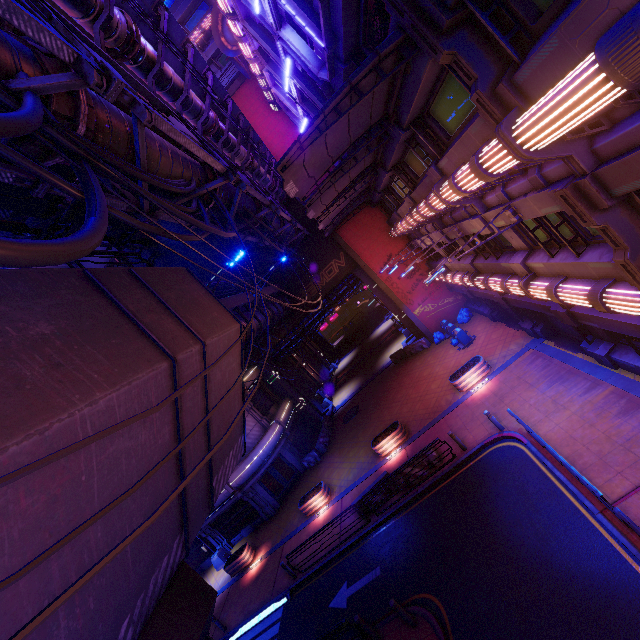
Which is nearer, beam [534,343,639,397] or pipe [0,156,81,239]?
pipe [0,156,81,239]

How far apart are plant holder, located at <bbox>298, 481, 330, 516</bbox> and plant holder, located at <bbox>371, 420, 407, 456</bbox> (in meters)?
4.11

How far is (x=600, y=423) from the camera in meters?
10.8 m

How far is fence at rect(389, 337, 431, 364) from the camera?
27.2m

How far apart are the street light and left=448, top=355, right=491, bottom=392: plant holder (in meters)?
21.15

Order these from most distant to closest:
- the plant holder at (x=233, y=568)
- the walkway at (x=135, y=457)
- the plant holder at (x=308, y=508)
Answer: the plant holder at (x=233, y=568)
the plant holder at (x=308, y=508)
the walkway at (x=135, y=457)

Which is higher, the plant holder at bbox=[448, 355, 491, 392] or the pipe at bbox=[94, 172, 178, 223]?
the pipe at bbox=[94, 172, 178, 223]

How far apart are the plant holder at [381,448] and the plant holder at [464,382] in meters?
3.8 m
